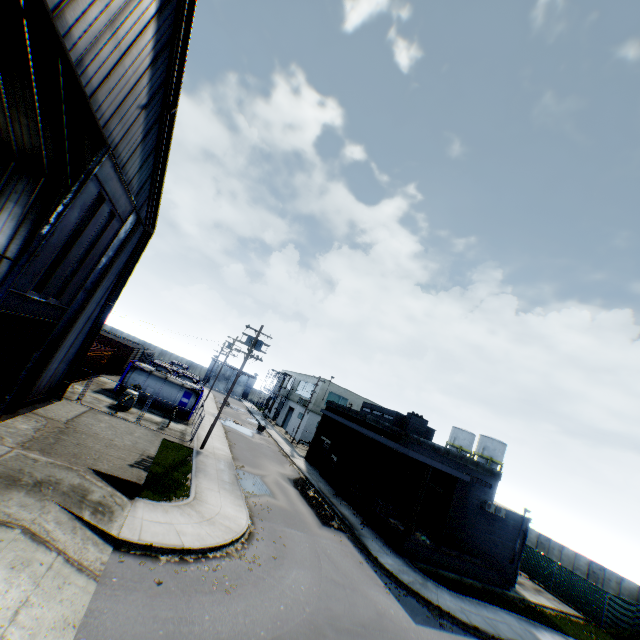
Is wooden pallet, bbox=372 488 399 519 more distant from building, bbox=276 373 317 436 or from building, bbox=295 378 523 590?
building, bbox=276 373 317 436

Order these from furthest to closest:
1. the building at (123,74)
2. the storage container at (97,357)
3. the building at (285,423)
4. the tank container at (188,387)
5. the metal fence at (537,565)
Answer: the building at (285,423), the tank container at (188,387), the storage container at (97,357), the metal fence at (537,565), the building at (123,74)

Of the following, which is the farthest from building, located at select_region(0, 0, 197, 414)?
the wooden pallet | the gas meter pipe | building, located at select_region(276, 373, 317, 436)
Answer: building, located at select_region(276, 373, 317, 436)

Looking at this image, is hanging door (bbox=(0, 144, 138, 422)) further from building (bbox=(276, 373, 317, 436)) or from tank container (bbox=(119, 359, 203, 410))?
building (bbox=(276, 373, 317, 436))

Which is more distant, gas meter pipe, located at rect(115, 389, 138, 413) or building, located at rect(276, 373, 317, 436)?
building, located at rect(276, 373, 317, 436)

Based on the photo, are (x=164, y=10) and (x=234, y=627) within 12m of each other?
no

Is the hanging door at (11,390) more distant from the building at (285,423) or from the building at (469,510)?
the building at (285,423)

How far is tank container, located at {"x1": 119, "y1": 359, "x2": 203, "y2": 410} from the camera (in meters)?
28.56
